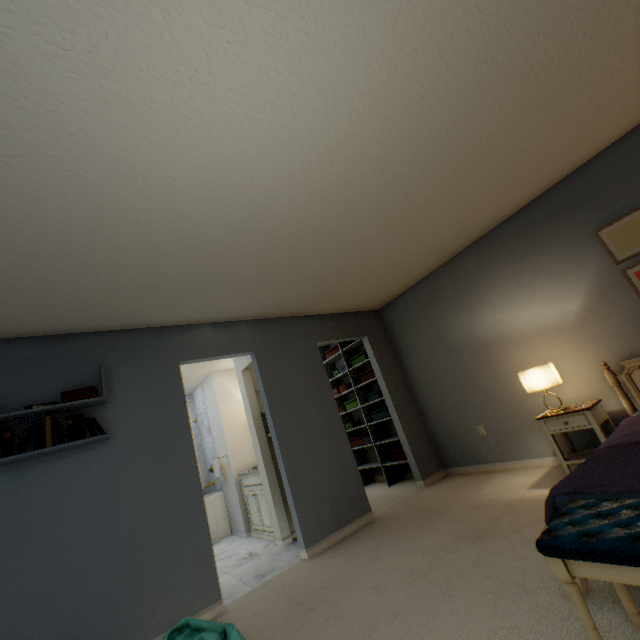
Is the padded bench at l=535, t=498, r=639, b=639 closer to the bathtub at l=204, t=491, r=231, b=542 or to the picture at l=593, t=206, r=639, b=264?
the picture at l=593, t=206, r=639, b=264

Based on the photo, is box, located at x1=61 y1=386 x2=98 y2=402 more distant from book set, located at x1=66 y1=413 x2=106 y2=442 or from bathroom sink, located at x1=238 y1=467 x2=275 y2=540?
bathroom sink, located at x1=238 y1=467 x2=275 y2=540

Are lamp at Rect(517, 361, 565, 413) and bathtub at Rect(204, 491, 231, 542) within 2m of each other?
no

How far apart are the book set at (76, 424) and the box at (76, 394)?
0.1 meters

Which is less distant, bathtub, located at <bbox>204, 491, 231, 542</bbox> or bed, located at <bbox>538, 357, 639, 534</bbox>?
bed, located at <bbox>538, 357, 639, 534</bbox>

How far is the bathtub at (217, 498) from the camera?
5.0 meters

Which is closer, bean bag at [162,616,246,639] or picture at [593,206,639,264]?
bean bag at [162,616,246,639]

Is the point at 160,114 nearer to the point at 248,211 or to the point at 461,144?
the point at 248,211
